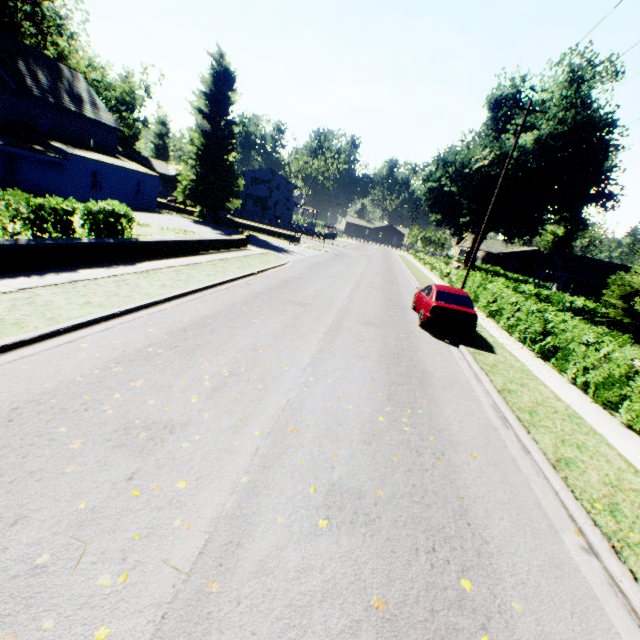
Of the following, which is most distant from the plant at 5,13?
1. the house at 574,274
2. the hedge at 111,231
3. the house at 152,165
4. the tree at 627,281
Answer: the house at 574,274

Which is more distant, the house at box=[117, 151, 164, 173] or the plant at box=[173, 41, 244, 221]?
the house at box=[117, 151, 164, 173]

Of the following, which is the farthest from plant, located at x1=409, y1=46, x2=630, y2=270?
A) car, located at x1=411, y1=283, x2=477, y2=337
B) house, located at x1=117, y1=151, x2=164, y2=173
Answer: car, located at x1=411, y1=283, x2=477, y2=337

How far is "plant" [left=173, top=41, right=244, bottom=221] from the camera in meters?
30.7 m

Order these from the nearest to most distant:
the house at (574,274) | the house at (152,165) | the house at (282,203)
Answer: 1. the house at (574,274)
2. the house at (282,203)
3. the house at (152,165)

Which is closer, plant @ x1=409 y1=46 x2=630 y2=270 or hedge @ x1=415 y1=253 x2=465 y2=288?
hedge @ x1=415 y1=253 x2=465 y2=288

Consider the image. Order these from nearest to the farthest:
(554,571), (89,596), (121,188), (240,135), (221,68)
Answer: (89,596)
(554,571)
(121,188)
(221,68)
(240,135)

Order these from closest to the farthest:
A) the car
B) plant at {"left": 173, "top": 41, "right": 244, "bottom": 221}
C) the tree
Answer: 1. the car
2. the tree
3. plant at {"left": 173, "top": 41, "right": 244, "bottom": 221}
